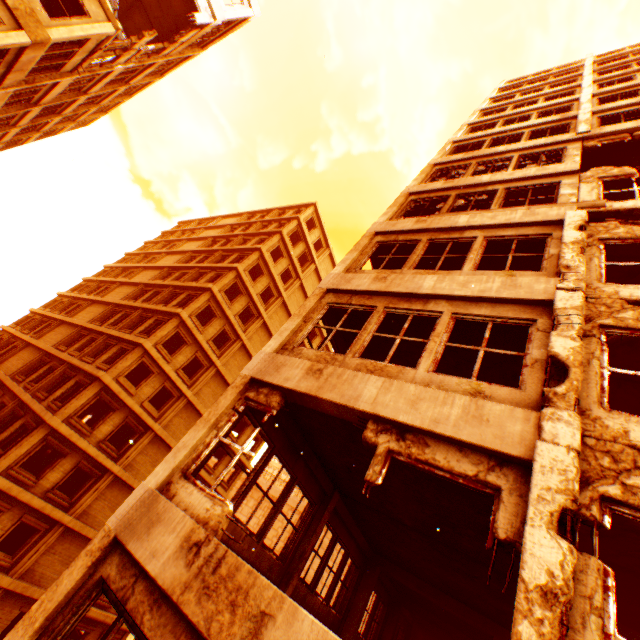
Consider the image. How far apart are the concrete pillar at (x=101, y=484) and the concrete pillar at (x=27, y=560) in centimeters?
29cm

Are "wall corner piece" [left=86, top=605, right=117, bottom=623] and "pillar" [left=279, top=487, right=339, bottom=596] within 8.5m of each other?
no

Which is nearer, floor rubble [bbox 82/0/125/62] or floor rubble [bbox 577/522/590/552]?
floor rubble [bbox 577/522/590/552]

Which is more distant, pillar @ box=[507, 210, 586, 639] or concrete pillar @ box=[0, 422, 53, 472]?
concrete pillar @ box=[0, 422, 53, 472]

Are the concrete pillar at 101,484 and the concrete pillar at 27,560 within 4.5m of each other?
yes

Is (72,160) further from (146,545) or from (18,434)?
(18,434)

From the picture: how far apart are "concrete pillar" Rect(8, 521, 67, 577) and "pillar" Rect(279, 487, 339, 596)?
17.3m

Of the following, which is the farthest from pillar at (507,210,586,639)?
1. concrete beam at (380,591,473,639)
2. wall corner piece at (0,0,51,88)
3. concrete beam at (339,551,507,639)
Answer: concrete beam at (380,591,473,639)
